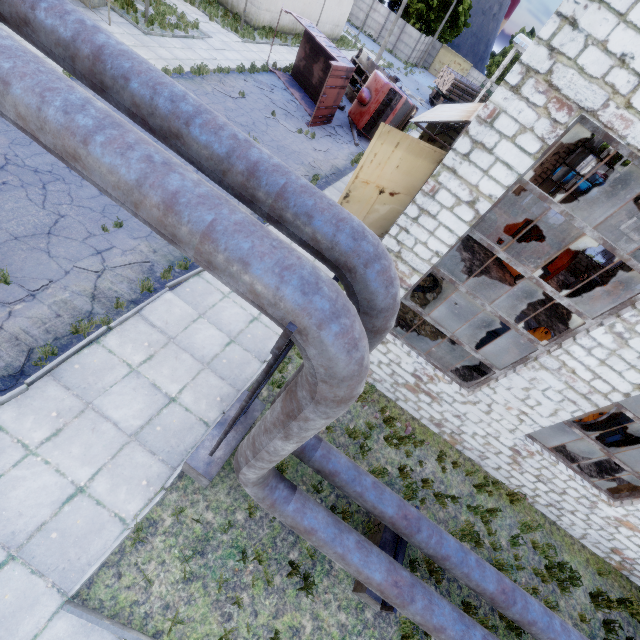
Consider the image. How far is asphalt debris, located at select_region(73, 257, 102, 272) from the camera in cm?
735

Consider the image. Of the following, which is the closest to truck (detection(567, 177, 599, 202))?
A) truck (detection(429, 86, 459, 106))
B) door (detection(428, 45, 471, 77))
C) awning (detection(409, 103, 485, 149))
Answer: truck (detection(429, 86, 459, 106))

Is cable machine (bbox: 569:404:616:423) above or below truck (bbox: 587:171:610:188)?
below

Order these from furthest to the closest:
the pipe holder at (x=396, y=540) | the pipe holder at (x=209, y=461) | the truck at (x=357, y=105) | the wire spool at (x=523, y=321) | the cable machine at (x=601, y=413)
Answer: the truck at (x=357, y=105) → the wire spool at (x=523, y=321) → the cable machine at (x=601, y=413) → the pipe holder at (x=396, y=540) → the pipe holder at (x=209, y=461)

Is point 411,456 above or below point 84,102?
below

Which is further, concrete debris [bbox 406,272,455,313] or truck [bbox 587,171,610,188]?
truck [bbox 587,171,610,188]

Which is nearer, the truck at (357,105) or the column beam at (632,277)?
the truck at (357,105)

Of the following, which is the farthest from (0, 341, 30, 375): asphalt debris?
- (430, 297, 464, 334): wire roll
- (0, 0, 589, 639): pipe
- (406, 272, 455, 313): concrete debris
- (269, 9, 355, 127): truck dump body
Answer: (269, 9, 355, 127): truck dump body
